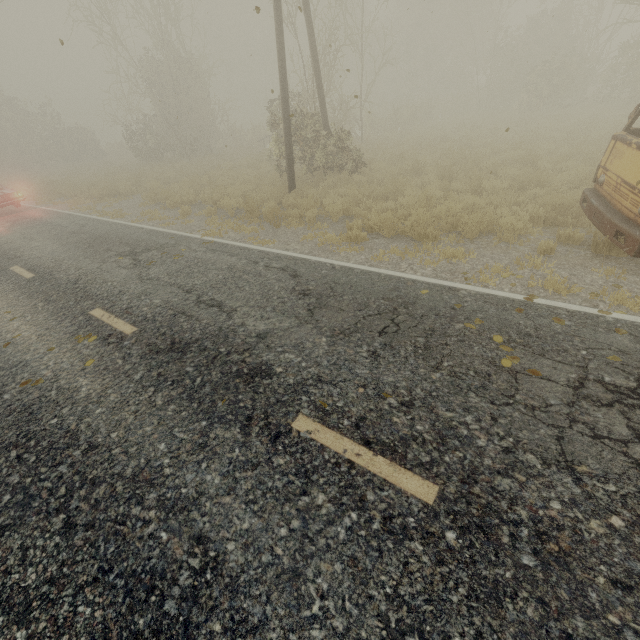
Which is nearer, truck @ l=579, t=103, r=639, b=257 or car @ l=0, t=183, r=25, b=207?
truck @ l=579, t=103, r=639, b=257

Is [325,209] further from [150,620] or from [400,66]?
[400,66]

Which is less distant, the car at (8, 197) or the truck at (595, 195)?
the truck at (595, 195)
